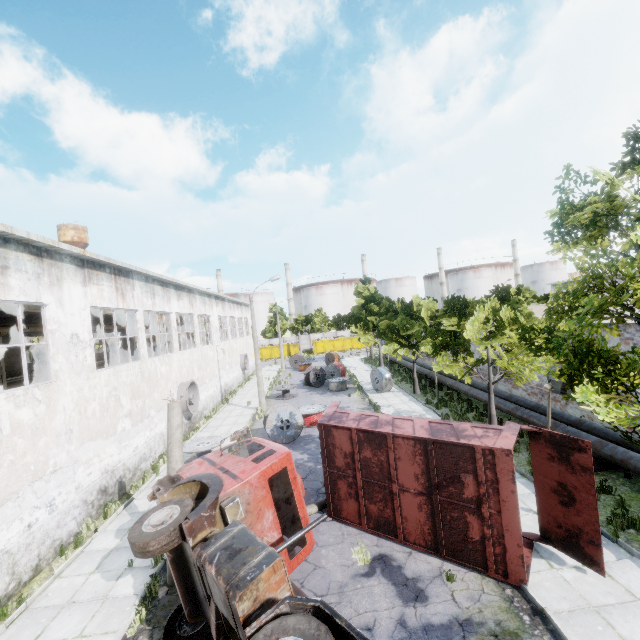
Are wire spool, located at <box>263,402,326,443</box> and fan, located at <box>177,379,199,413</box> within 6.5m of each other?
→ yes

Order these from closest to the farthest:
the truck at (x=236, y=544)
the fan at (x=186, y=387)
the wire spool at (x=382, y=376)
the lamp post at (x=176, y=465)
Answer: the truck at (x=236, y=544) → the lamp post at (x=176, y=465) → the fan at (x=186, y=387) → the wire spool at (x=382, y=376)

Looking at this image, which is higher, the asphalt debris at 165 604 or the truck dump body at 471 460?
the truck dump body at 471 460

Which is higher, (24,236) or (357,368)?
(24,236)

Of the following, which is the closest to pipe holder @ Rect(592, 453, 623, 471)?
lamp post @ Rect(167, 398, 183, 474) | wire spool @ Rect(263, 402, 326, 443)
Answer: wire spool @ Rect(263, 402, 326, 443)

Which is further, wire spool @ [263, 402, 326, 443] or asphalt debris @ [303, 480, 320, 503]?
wire spool @ [263, 402, 326, 443]

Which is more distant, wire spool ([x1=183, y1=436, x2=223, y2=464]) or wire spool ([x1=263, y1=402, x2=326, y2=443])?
wire spool ([x1=263, y1=402, x2=326, y2=443])

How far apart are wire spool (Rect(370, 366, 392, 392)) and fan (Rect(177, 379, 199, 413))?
13.54m
